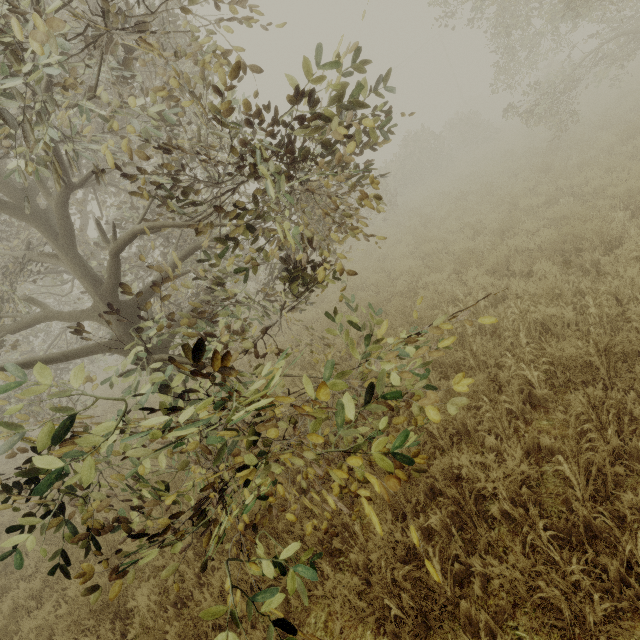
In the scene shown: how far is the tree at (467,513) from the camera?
2.87m

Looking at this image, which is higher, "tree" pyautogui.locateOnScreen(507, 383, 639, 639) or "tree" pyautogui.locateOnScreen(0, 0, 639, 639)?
"tree" pyautogui.locateOnScreen(0, 0, 639, 639)

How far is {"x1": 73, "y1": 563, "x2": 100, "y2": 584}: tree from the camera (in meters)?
2.46

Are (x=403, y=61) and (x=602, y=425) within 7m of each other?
no

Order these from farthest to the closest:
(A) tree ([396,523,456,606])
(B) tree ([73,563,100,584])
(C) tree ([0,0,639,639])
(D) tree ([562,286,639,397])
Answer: (D) tree ([562,286,639,397])
(B) tree ([73,563,100,584])
(C) tree ([0,0,639,639])
(A) tree ([396,523,456,606])

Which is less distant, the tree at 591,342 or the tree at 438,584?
the tree at 438,584
